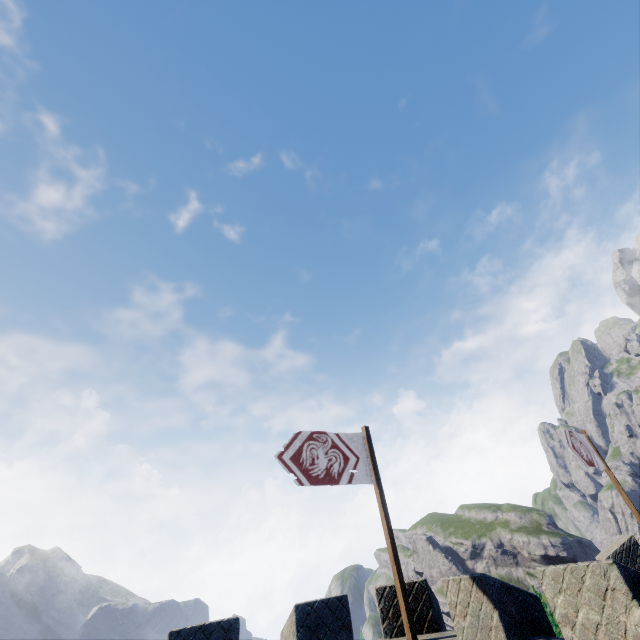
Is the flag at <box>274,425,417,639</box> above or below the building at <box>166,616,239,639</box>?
above

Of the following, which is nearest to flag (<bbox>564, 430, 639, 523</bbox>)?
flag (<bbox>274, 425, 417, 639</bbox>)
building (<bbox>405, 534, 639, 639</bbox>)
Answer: building (<bbox>405, 534, 639, 639</bbox>)

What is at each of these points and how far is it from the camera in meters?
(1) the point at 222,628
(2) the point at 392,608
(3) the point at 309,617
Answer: (1) building, 6.5 m
(2) building, 7.9 m
(3) building, 7.1 m

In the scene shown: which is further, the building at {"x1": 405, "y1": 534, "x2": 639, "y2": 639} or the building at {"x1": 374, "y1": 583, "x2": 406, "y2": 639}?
the building at {"x1": 374, "y1": 583, "x2": 406, "y2": 639}

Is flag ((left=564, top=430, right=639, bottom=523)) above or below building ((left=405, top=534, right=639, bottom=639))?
above

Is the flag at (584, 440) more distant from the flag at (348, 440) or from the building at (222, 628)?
the flag at (348, 440)

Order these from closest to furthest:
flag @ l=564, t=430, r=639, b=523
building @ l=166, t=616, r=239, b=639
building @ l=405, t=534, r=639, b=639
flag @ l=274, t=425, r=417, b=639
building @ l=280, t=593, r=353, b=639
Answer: building @ l=405, t=534, r=639, b=639
building @ l=166, t=616, r=239, b=639
building @ l=280, t=593, r=353, b=639
flag @ l=274, t=425, r=417, b=639
flag @ l=564, t=430, r=639, b=523
